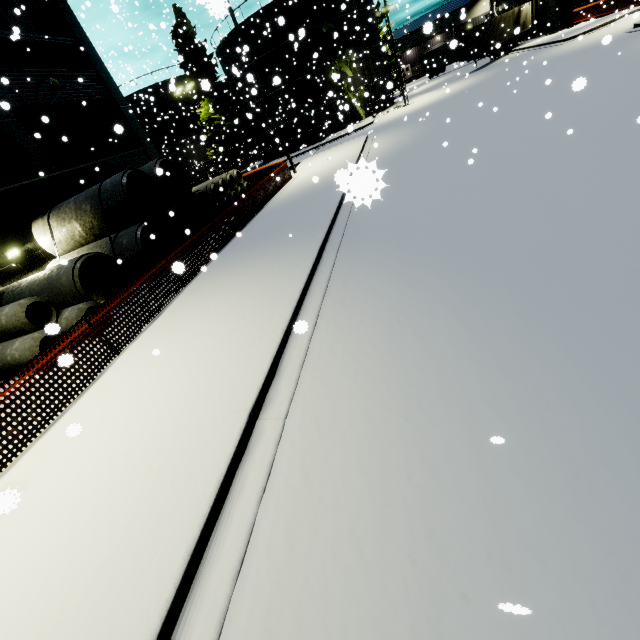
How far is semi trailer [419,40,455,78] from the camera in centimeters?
4856cm

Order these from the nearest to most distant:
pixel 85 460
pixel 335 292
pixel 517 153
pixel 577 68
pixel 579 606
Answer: pixel 579 606 → pixel 85 460 → pixel 335 292 → pixel 517 153 → pixel 577 68

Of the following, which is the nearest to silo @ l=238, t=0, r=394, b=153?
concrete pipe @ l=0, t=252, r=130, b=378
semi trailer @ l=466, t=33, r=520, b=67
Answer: semi trailer @ l=466, t=33, r=520, b=67

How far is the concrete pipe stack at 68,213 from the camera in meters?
12.0

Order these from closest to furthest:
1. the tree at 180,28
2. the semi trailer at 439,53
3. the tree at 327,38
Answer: the tree at 327,38, the tree at 180,28, the semi trailer at 439,53

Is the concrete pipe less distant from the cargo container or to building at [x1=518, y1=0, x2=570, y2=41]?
building at [x1=518, y1=0, x2=570, y2=41]

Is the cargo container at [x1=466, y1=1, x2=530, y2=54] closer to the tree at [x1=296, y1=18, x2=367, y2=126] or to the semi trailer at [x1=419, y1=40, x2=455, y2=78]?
the semi trailer at [x1=419, y1=40, x2=455, y2=78]

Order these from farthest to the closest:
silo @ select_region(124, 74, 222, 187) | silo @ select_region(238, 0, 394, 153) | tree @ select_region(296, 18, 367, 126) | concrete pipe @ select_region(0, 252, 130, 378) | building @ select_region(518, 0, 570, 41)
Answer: silo @ select_region(124, 74, 222, 187) → building @ select_region(518, 0, 570, 41) → silo @ select_region(238, 0, 394, 153) → tree @ select_region(296, 18, 367, 126) → concrete pipe @ select_region(0, 252, 130, 378)
